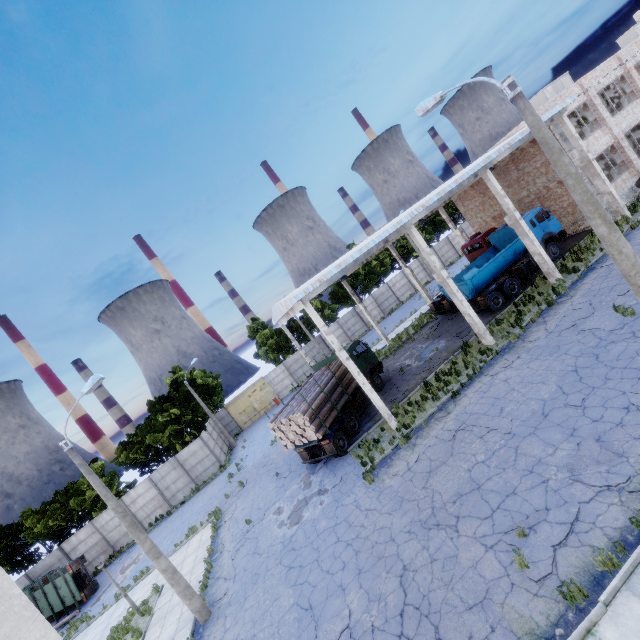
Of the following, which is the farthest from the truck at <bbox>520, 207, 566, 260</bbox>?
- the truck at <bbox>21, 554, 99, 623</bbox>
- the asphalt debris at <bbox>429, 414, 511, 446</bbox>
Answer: the truck at <bbox>21, 554, 99, 623</bbox>

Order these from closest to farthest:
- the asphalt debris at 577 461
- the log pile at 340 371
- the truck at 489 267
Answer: the asphalt debris at 577 461
the log pile at 340 371
the truck at 489 267

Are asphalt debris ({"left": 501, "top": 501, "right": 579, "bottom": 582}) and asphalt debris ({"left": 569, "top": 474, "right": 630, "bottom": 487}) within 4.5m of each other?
yes

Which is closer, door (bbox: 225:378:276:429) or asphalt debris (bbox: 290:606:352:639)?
asphalt debris (bbox: 290:606:352:639)

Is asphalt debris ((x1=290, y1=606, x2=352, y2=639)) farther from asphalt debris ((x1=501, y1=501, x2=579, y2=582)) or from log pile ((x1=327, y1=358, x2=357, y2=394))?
log pile ((x1=327, y1=358, x2=357, y2=394))

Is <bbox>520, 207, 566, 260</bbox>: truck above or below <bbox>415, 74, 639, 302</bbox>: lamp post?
below

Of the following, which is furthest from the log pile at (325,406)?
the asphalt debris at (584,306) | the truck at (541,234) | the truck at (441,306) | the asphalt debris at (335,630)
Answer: the truck at (441,306)

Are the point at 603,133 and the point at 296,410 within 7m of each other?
no
